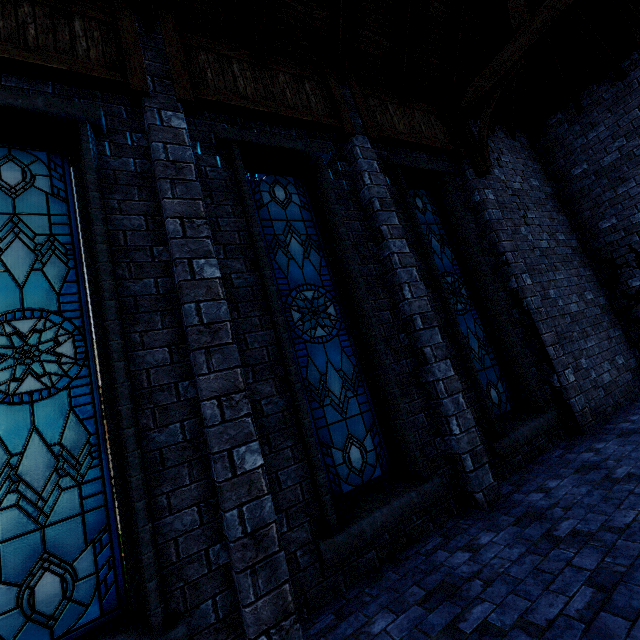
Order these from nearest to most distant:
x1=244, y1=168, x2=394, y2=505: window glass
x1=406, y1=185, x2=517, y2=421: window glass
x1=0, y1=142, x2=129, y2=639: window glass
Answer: x1=0, y1=142, x2=129, y2=639: window glass
x1=244, y1=168, x2=394, y2=505: window glass
x1=406, y1=185, x2=517, y2=421: window glass

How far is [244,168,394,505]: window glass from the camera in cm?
396

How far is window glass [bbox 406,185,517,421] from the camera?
5.61m

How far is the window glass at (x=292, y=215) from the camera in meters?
4.0 m

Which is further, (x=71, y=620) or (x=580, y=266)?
(x=580, y=266)

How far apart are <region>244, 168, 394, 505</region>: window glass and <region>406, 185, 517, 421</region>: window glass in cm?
184

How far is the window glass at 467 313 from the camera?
5.61m

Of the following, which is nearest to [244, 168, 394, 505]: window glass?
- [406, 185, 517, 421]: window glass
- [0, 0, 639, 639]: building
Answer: [0, 0, 639, 639]: building
